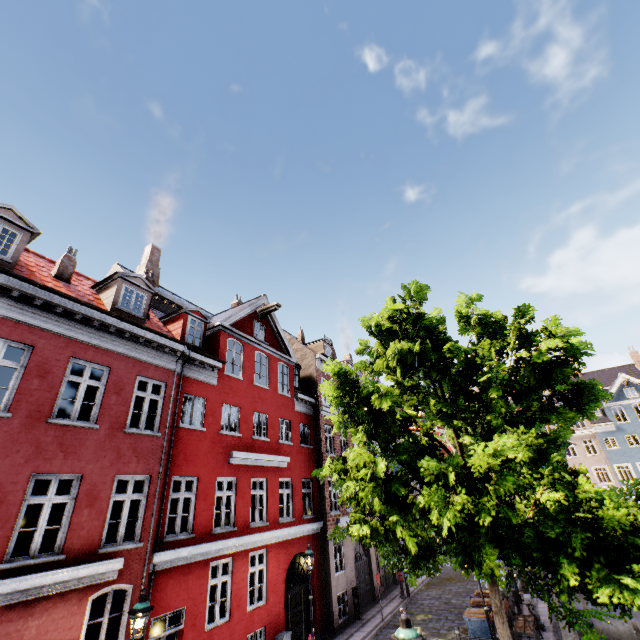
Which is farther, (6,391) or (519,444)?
(6,391)

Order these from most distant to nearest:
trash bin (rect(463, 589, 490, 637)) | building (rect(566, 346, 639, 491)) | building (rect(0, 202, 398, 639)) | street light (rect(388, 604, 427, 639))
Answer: building (rect(566, 346, 639, 491)), trash bin (rect(463, 589, 490, 637)), building (rect(0, 202, 398, 639)), street light (rect(388, 604, 427, 639))

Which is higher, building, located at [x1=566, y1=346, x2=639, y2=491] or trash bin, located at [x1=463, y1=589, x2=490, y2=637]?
building, located at [x1=566, y1=346, x2=639, y2=491]

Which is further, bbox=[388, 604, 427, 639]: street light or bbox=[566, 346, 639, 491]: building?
bbox=[566, 346, 639, 491]: building

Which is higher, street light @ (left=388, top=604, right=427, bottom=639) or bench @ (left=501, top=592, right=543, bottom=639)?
street light @ (left=388, top=604, right=427, bottom=639)

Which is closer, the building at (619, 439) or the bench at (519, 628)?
the bench at (519, 628)

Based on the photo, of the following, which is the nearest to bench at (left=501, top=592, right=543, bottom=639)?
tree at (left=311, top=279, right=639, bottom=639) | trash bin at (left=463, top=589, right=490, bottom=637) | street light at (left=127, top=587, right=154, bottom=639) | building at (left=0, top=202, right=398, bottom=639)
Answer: trash bin at (left=463, top=589, right=490, bottom=637)

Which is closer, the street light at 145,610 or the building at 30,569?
the street light at 145,610
